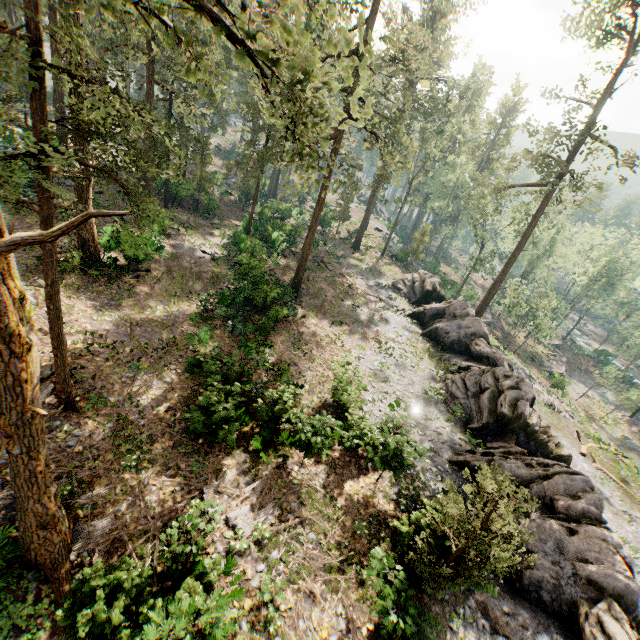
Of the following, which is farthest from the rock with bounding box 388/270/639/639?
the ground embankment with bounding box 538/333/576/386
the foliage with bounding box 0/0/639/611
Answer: the ground embankment with bounding box 538/333/576/386

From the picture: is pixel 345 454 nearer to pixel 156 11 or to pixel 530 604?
pixel 530 604

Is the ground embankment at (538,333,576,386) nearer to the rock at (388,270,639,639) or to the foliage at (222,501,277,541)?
the foliage at (222,501,277,541)

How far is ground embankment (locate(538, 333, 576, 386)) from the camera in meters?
39.7 m

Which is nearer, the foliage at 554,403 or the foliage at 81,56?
the foliage at 81,56

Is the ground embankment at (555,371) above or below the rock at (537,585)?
below

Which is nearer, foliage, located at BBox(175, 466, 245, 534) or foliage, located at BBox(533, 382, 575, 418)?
foliage, located at BBox(175, 466, 245, 534)

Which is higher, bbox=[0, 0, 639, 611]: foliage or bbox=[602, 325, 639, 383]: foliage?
bbox=[0, 0, 639, 611]: foliage
